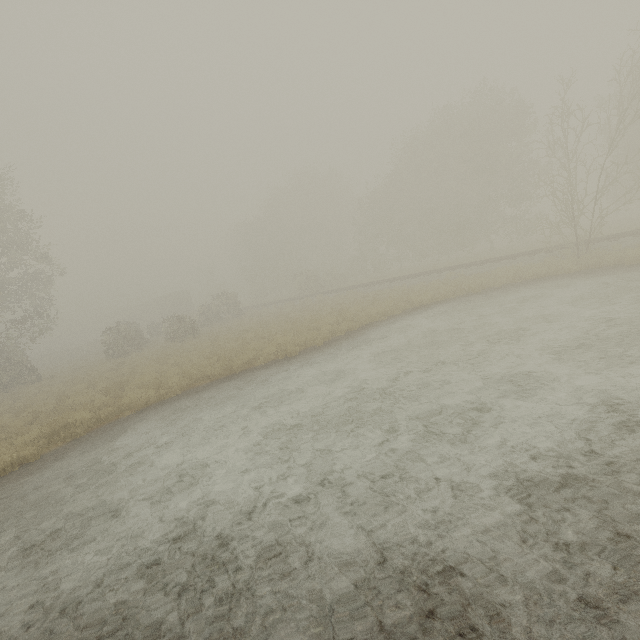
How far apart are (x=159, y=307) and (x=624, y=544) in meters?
60.8 m

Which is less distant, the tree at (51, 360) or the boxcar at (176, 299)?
the tree at (51, 360)

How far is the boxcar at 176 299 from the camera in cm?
5228

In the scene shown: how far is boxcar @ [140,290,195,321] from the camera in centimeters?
5228cm

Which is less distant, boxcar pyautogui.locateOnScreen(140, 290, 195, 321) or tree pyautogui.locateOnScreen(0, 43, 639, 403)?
tree pyautogui.locateOnScreen(0, 43, 639, 403)
